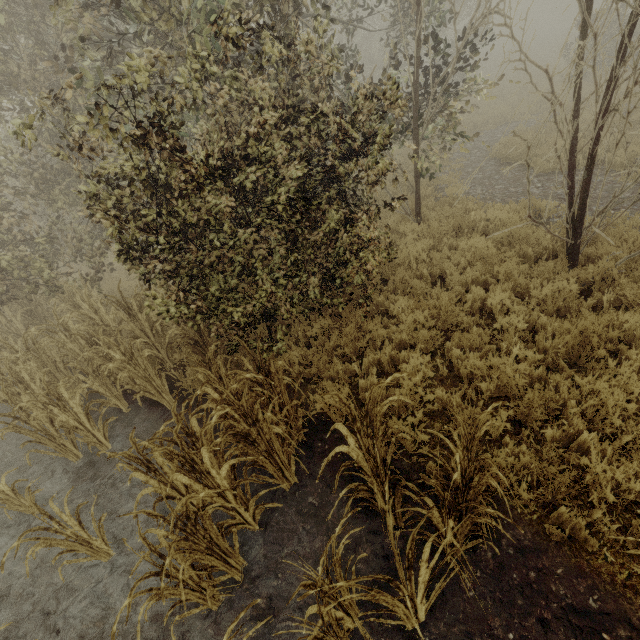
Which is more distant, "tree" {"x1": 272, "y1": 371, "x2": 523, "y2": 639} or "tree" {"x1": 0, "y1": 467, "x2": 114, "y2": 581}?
"tree" {"x1": 0, "y1": 467, "x2": 114, "y2": 581}

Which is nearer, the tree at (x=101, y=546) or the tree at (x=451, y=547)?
the tree at (x=451, y=547)

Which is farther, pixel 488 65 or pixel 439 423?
pixel 488 65
